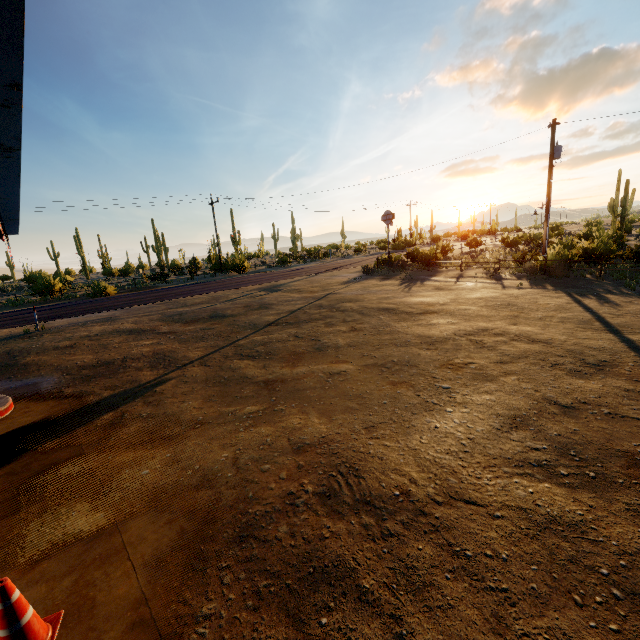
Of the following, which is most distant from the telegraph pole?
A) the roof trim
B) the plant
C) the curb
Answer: the plant

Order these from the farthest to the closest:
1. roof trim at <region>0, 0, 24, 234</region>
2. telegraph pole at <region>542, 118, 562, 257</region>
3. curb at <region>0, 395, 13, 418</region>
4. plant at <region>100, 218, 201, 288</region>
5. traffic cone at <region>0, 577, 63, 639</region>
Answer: plant at <region>100, 218, 201, 288</region> < telegraph pole at <region>542, 118, 562, 257</region> < curb at <region>0, 395, 13, 418</region> < traffic cone at <region>0, 577, 63, 639</region> < roof trim at <region>0, 0, 24, 234</region>

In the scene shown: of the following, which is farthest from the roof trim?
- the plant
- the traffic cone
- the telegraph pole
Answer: the plant

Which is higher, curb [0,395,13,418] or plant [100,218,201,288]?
plant [100,218,201,288]

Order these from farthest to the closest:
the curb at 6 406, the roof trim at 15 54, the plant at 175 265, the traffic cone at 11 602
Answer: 1. the plant at 175 265
2. the curb at 6 406
3. the traffic cone at 11 602
4. the roof trim at 15 54

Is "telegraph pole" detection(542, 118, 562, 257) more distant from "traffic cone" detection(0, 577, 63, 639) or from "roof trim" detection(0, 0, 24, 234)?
"traffic cone" detection(0, 577, 63, 639)

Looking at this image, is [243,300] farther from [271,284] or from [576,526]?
[576,526]

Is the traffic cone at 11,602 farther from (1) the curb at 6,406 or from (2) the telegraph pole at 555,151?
(2) the telegraph pole at 555,151
